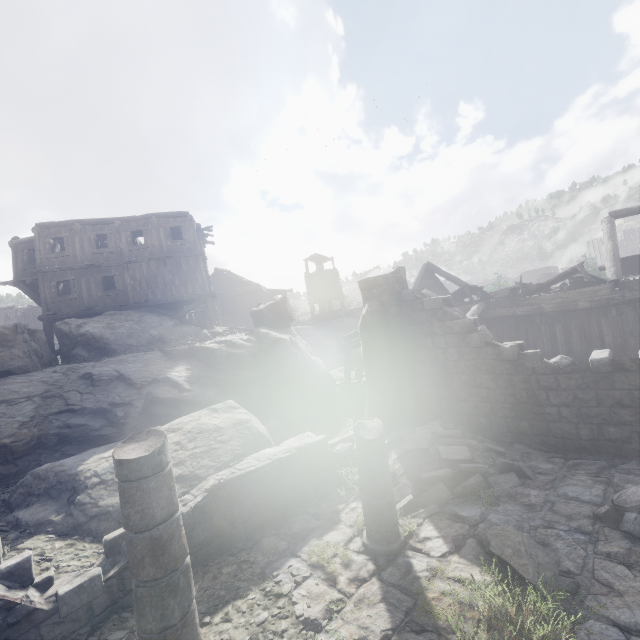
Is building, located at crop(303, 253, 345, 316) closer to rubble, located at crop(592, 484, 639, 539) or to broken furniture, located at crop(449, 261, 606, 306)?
rubble, located at crop(592, 484, 639, 539)

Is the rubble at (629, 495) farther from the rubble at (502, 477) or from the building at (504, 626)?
the rubble at (502, 477)

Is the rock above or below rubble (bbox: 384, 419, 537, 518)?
above

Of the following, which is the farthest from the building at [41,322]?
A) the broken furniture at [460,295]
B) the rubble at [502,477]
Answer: the broken furniture at [460,295]

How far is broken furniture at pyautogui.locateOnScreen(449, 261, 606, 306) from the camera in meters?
13.1 m

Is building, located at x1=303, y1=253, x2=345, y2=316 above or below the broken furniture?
above

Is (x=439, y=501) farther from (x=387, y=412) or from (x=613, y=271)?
(x=613, y=271)

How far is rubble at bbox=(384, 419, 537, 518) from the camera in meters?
6.8 m
